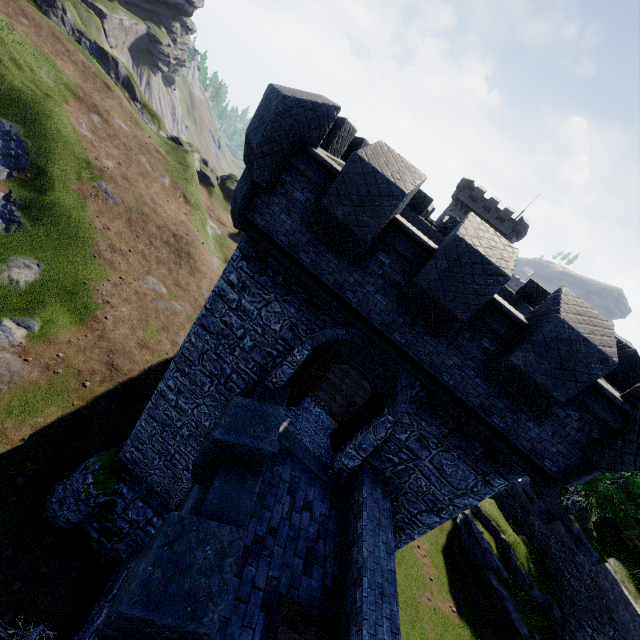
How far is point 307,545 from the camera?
8.0m

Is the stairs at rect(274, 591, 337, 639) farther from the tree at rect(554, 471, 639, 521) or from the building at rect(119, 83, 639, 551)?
the tree at rect(554, 471, 639, 521)

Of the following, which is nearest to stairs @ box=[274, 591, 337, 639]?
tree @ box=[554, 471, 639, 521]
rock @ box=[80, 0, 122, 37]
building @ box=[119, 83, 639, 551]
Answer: building @ box=[119, 83, 639, 551]

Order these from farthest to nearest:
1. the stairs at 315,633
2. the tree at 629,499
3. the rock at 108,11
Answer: the rock at 108,11
the tree at 629,499
the stairs at 315,633

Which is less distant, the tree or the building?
the building

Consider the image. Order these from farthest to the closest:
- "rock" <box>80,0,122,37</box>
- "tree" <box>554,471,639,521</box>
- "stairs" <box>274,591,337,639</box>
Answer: "rock" <box>80,0,122,37</box>
"tree" <box>554,471,639,521</box>
"stairs" <box>274,591,337,639</box>

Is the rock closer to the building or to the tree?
the building

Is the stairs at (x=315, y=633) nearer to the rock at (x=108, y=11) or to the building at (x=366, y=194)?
the building at (x=366, y=194)
